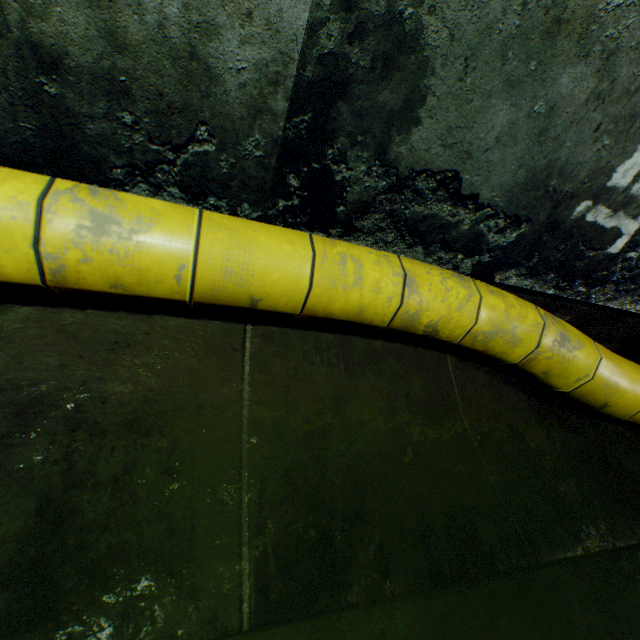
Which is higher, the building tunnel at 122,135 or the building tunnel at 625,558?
the building tunnel at 122,135

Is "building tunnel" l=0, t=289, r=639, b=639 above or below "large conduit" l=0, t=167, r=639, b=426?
below

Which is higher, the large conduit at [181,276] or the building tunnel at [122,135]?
the building tunnel at [122,135]

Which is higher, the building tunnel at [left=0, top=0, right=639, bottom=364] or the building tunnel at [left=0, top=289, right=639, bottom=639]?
the building tunnel at [left=0, top=0, right=639, bottom=364]

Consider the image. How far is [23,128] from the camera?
1.2m
